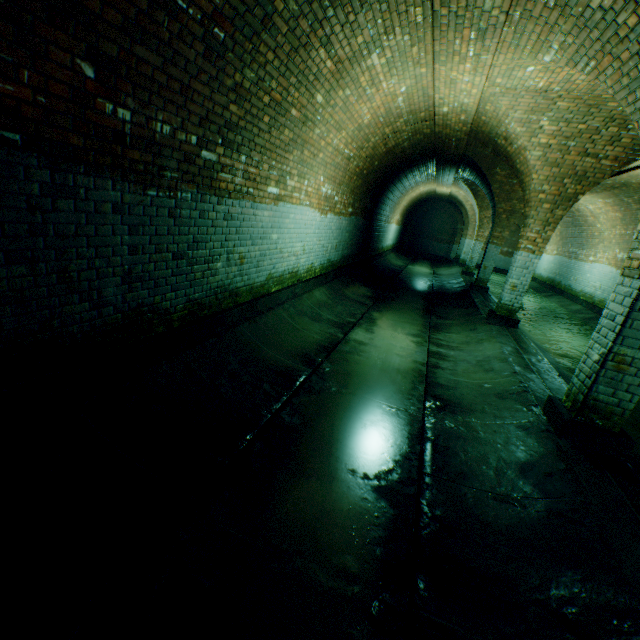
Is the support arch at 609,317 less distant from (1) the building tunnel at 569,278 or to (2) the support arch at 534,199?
(1) the building tunnel at 569,278

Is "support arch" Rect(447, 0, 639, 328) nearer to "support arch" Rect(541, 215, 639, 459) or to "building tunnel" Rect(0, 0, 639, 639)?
"building tunnel" Rect(0, 0, 639, 639)

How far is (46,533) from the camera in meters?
2.0

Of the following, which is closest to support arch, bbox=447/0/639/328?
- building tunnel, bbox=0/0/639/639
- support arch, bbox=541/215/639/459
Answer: building tunnel, bbox=0/0/639/639

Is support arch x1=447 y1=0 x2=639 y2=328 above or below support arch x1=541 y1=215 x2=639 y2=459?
above

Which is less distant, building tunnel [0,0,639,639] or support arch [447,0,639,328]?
building tunnel [0,0,639,639]

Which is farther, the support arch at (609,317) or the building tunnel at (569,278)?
the support arch at (609,317)
